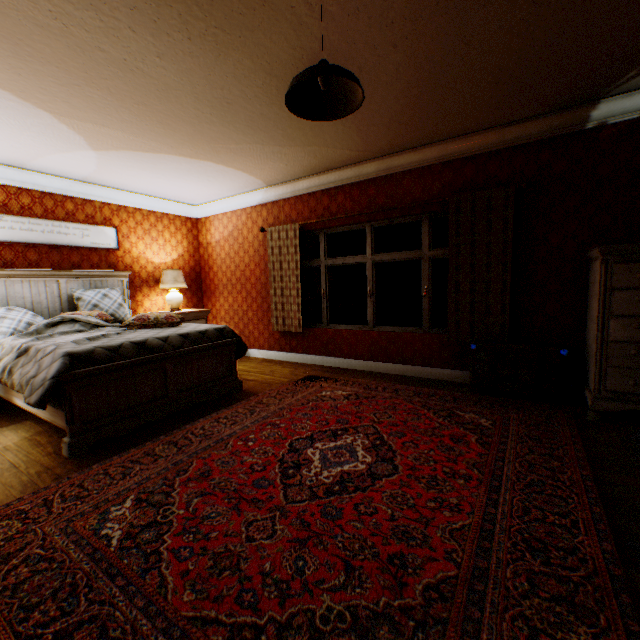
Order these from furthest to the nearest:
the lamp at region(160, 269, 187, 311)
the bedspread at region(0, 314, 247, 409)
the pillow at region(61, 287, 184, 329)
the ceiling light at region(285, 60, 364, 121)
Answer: the lamp at region(160, 269, 187, 311) → the pillow at region(61, 287, 184, 329) → the bedspread at region(0, 314, 247, 409) → the ceiling light at region(285, 60, 364, 121)

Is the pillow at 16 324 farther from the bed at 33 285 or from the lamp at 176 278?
the lamp at 176 278

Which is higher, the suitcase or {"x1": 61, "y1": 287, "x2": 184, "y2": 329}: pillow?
{"x1": 61, "y1": 287, "x2": 184, "y2": 329}: pillow

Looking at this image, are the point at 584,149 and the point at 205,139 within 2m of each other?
no

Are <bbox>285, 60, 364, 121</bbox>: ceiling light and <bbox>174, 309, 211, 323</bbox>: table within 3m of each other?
no

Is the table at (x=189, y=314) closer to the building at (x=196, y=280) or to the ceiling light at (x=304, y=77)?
the building at (x=196, y=280)

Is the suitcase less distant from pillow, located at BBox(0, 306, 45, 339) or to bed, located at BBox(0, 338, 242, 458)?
bed, located at BBox(0, 338, 242, 458)

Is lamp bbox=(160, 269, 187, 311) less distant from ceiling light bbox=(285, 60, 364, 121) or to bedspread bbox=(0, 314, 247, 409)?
bedspread bbox=(0, 314, 247, 409)
